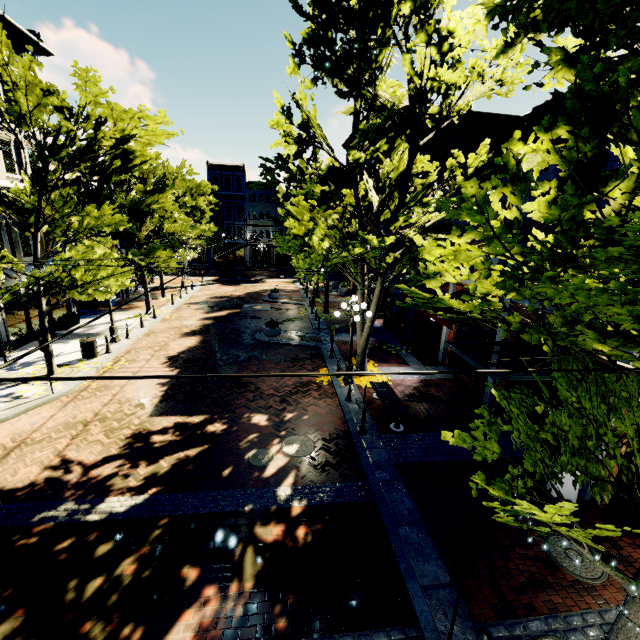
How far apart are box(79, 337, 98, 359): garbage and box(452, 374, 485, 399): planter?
15.7 meters

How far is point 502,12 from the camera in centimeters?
290cm

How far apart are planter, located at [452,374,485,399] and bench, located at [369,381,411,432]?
3.2 meters

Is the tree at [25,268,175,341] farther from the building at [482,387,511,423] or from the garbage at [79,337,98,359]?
the garbage at [79,337,98,359]

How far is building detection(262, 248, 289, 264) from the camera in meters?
49.4 m

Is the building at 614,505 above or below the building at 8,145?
below

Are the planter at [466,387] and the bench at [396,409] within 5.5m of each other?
yes

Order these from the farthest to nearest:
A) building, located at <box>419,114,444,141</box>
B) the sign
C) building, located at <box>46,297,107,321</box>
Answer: building, located at <box>419,114,444,141</box> → building, located at <box>46,297,107,321</box> → the sign
